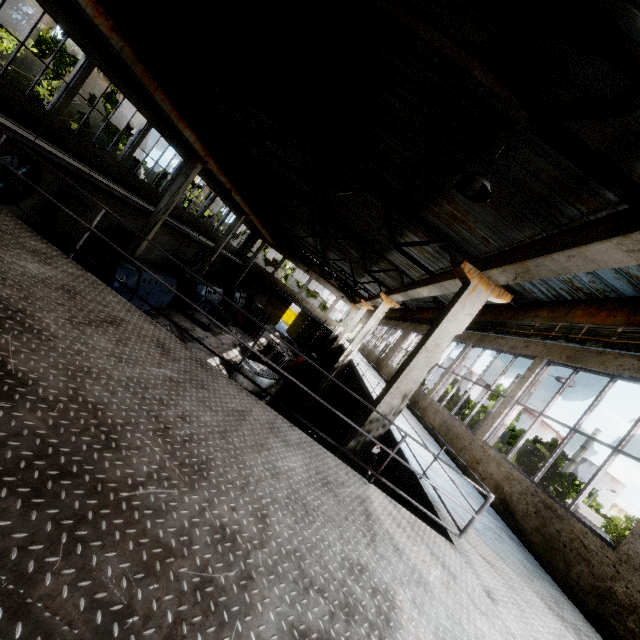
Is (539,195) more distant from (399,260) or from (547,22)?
(399,260)

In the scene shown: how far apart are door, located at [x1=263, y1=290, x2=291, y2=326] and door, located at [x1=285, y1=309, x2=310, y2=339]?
2.1 meters

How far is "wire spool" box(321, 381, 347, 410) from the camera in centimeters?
2052cm

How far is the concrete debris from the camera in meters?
17.8

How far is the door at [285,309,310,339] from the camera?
39.7m

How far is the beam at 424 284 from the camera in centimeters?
843cm

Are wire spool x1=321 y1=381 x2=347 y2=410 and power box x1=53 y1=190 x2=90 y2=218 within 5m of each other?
no

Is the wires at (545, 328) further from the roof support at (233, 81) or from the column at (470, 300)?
the column at (470, 300)
